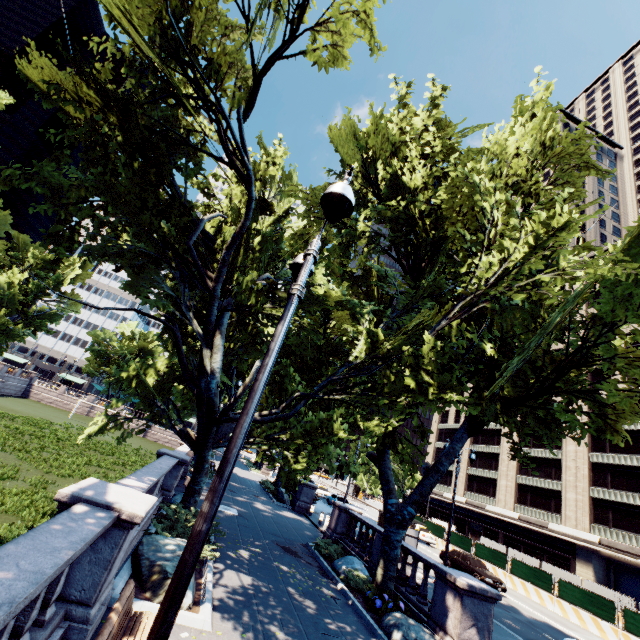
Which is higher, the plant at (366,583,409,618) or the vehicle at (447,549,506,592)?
the vehicle at (447,549,506,592)

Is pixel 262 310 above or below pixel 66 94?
below

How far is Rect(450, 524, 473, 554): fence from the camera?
30.73m

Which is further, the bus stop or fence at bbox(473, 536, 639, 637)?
the bus stop

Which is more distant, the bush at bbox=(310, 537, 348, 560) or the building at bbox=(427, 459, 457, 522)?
the building at bbox=(427, 459, 457, 522)

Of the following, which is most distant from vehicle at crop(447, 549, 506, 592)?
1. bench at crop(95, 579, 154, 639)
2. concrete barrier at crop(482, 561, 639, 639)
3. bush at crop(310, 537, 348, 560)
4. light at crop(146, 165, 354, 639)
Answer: light at crop(146, 165, 354, 639)

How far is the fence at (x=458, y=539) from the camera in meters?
30.7

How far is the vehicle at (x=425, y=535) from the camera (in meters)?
32.78
